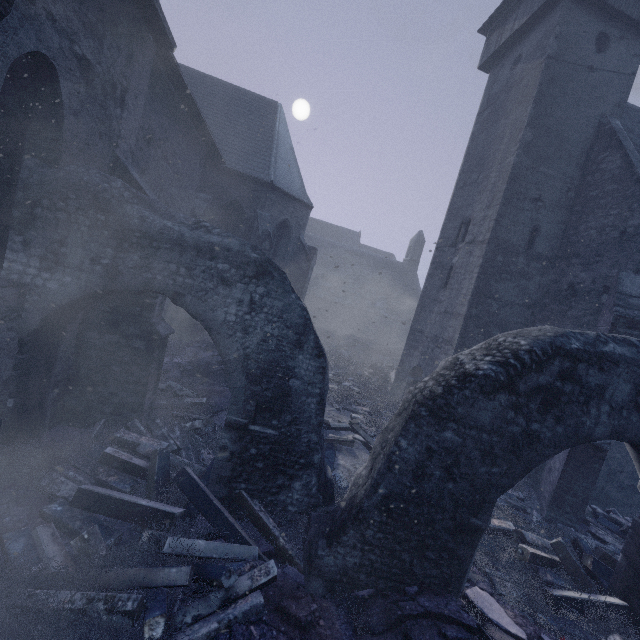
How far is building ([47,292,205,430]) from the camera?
5.7m

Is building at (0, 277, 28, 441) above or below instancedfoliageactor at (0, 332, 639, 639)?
above

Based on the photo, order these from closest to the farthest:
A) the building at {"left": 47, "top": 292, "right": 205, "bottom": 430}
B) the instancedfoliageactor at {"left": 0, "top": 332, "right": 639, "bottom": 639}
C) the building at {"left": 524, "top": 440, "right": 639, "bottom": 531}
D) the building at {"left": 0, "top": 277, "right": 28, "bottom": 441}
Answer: the instancedfoliageactor at {"left": 0, "top": 332, "right": 639, "bottom": 639} → the building at {"left": 0, "top": 277, "right": 28, "bottom": 441} → the building at {"left": 47, "top": 292, "right": 205, "bottom": 430} → the building at {"left": 524, "top": 440, "right": 639, "bottom": 531}

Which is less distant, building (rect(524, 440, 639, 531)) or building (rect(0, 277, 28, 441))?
building (rect(0, 277, 28, 441))

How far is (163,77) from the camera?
7.11m

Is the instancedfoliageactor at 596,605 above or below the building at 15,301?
below

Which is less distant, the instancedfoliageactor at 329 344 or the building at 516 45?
the building at 516 45
